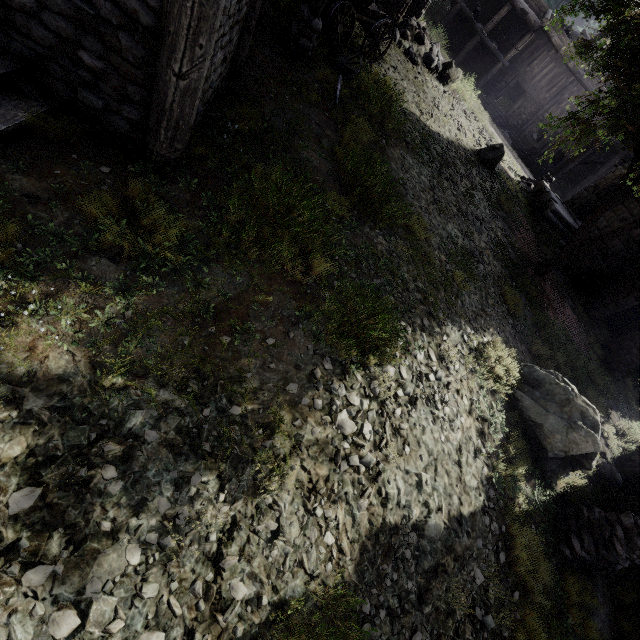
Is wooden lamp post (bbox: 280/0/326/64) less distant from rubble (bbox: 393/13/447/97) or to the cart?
the cart

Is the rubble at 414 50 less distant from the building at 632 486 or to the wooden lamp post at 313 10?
the building at 632 486

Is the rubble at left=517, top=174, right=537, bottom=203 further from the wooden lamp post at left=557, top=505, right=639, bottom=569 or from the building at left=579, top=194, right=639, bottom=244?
the wooden lamp post at left=557, top=505, right=639, bottom=569

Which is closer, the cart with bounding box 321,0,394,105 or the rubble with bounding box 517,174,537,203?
the cart with bounding box 321,0,394,105

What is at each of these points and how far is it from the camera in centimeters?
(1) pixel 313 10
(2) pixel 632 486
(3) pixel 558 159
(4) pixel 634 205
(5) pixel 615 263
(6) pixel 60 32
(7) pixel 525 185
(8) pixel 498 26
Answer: (1) wooden lamp post, 721cm
(2) building, 855cm
(3) building, 2755cm
(4) building, 1505cm
(5) building, 1490cm
(6) building, 370cm
(7) rubble, 1812cm
(8) building, 2122cm

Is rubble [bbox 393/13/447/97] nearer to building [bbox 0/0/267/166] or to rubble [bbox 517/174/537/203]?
building [bbox 0/0/267/166]

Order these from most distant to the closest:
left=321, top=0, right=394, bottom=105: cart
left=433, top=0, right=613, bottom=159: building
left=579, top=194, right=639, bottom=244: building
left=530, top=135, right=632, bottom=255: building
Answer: left=433, top=0, right=613, bottom=159: building → left=530, top=135, right=632, bottom=255: building → left=579, top=194, right=639, bottom=244: building → left=321, top=0, right=394, bottom=105: cart

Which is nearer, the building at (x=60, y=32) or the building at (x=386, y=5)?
the building at (x=60, y=32)
